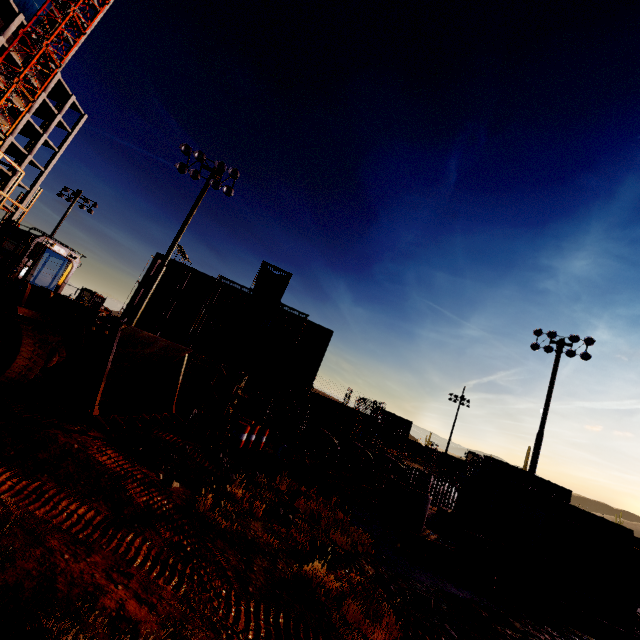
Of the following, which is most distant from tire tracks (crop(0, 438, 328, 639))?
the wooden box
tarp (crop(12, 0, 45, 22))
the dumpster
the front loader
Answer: tarp (crop(12, 0, 45, 22))

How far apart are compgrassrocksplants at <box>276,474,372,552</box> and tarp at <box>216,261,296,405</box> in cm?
2940

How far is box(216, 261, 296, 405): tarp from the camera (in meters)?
37.59

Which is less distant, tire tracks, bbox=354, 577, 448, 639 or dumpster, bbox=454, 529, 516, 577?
tire tracks, bbox=354, 577, 448, 639

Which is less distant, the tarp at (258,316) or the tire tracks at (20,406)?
the tire tracks at (20,406)

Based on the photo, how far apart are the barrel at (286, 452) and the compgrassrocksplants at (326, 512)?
4.6 meters

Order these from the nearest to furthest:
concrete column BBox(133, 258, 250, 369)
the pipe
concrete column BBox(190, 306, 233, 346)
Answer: the pipe → concrete column BBox(133, 258, 250, 369) → concrete column BBox(190, 306, 233, 346)

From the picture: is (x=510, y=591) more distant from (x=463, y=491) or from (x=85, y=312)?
(x=85, y=312)
